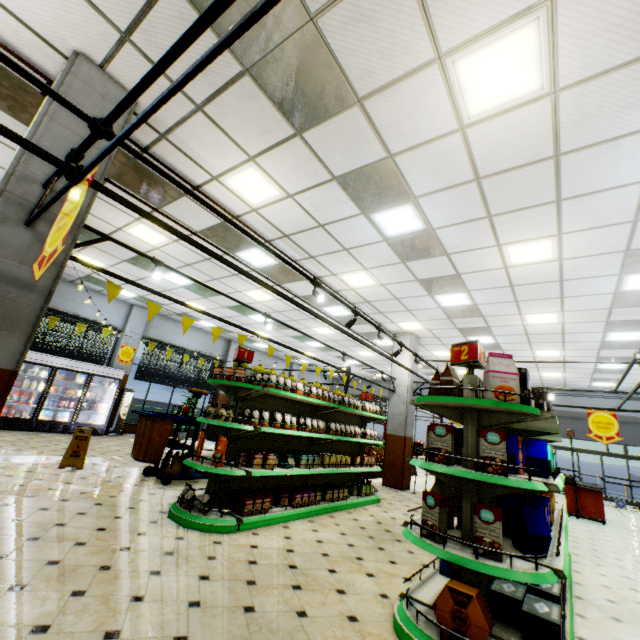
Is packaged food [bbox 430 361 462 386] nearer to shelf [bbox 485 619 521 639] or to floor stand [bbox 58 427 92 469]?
shelf [bbox 485 619 521 639]

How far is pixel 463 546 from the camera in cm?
266

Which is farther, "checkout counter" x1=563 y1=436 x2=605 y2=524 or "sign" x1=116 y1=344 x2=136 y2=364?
"sign" x1=116 y1=344 x2=136 y2=364

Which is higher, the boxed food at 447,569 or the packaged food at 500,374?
the packaged food at 500,374

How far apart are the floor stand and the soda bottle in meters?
5.1

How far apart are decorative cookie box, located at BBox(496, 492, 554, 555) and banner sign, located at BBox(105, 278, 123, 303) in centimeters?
462cm

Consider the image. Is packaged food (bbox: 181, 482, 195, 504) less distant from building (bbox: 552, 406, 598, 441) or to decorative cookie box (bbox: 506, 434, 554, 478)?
building (bbox: 552, 406, 598, 441)

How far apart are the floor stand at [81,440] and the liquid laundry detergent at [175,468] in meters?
1.5 m
